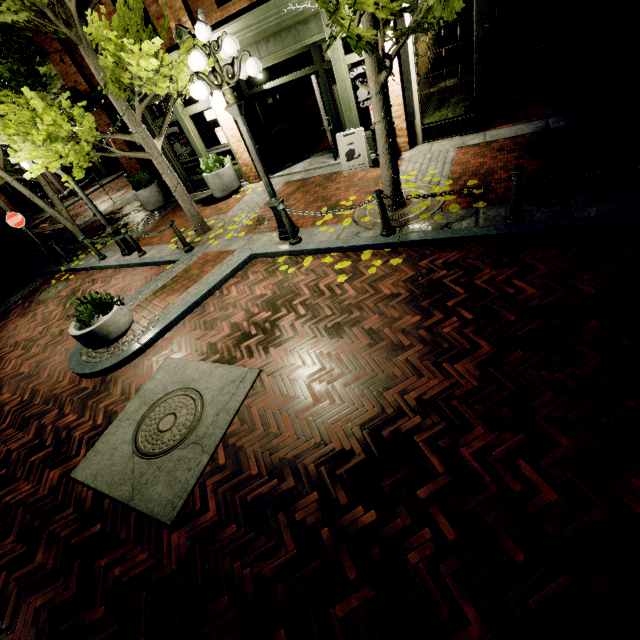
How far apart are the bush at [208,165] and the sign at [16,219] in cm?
593

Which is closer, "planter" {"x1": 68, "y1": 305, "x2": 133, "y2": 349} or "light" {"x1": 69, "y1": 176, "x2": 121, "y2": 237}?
"planter" {"x1": 68, "y1": 305, "x2": 133, "y2": 349}

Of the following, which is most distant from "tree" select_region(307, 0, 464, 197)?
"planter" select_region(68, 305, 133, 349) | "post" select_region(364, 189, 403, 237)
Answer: "planter" select_region(68, 305, 133, 349)

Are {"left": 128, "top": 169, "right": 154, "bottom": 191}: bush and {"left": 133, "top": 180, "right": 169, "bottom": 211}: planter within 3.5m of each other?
yes

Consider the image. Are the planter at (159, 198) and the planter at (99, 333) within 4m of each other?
no

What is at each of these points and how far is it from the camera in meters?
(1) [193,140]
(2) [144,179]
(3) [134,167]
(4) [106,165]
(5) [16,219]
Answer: (1) building, 10.8 m
(2) bush, 11.9 m
(3) building, 12.4 m
(4) building, 28.1 m
(5) sign, 10.1 m

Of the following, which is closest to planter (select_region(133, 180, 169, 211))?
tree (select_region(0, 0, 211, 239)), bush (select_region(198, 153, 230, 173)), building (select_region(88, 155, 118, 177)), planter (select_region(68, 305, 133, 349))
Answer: tree (select_region(0, 0, 211, 239))

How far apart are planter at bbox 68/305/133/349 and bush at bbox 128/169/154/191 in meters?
7.4 m
